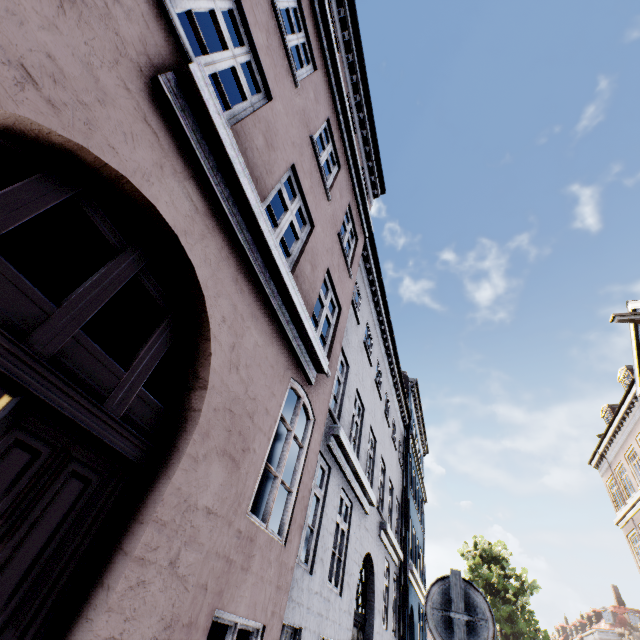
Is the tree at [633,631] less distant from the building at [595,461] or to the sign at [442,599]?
the building at [595,461]

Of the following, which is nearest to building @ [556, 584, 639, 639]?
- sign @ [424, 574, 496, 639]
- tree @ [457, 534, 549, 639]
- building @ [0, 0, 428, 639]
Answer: tree @ [457, 534, 549, 639]

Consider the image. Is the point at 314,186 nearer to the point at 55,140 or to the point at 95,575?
the point at 55,140

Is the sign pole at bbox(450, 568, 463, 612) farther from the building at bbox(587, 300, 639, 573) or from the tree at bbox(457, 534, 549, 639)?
the tree at bbox(457, 534, 549, 639)

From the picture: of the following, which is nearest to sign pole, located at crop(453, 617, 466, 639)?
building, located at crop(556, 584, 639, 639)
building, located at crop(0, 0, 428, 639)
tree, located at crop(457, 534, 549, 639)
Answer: building, located at crop(0, 0, 428, 639)

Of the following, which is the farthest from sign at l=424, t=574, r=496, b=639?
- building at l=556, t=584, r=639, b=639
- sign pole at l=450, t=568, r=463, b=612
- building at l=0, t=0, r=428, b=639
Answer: building at l=556, t=584, r=639, b=639

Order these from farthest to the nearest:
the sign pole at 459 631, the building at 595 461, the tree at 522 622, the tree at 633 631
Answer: the tree at 633 631, the tree at 522 622, the building at 595 461, the sign pole at 459 631

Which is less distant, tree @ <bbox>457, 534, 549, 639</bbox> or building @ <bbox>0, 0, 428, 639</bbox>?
building @ <bbox>0, 0, 428, 639</bbox>
